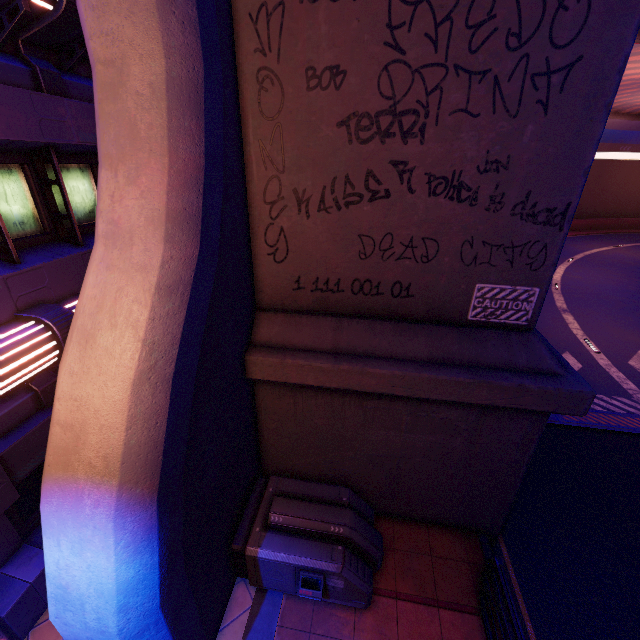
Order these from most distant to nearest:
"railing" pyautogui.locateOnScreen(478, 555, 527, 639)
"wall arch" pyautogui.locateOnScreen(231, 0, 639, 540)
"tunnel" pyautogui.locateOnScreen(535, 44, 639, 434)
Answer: "tunnel" pyautogui.locateOnScreen(535, 44, 639, 434) < "railing" pyautogui.locateOnScreen(478, 555, 527, 639) < "wall arch" pyautogui.locateOnScreen(231, 0, 639, 540)

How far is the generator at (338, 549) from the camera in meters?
5.0

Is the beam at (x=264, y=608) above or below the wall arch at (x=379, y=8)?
below

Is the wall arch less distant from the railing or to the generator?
the generator

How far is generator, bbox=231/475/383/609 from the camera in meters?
5.0 m

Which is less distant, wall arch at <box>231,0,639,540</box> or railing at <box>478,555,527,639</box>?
wall arch at <box>231,0,639,540</box>

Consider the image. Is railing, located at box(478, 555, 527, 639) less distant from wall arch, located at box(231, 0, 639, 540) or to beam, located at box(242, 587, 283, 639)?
wall arch, located at box(231, 0, 639, 540)

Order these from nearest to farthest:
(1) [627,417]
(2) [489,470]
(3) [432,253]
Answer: (3) [432,253]
(2) [489,470]
(1) [627,417]
